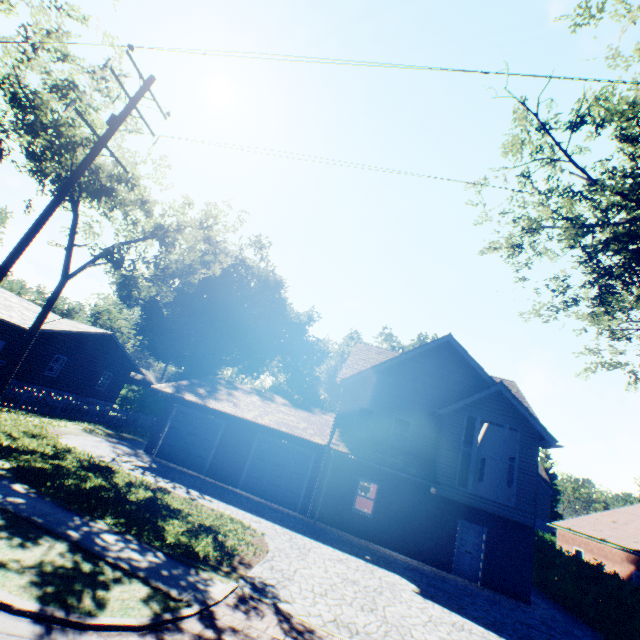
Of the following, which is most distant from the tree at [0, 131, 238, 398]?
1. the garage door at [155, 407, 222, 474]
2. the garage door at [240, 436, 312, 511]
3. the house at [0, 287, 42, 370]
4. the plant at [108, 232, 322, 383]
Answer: the plant at [108, 232, 322, 383]

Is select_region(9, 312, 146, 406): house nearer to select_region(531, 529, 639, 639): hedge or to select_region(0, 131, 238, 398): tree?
select_region(0, 131, 238, 398): tree

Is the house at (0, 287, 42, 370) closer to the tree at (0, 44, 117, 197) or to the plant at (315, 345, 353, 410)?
the plant at (315, 345, 353, 410)

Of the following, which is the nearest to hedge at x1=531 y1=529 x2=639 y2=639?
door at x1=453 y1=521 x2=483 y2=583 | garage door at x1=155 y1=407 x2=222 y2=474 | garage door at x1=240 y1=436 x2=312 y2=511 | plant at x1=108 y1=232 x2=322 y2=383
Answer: plant at x1=108 y1=232 x2=322 y2=383

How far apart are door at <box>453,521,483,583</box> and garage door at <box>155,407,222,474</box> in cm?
1299

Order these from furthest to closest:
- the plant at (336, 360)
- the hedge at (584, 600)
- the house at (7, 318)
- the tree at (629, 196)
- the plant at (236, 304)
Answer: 1. the plant at (336, 360)
2. the plant at (236, 304)
3. the house at (7, 318)
4. the hedge at (584, 600)
5. the tree at (629, 196)

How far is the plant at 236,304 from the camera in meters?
41.2 m

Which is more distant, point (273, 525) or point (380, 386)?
point (380, 386)
